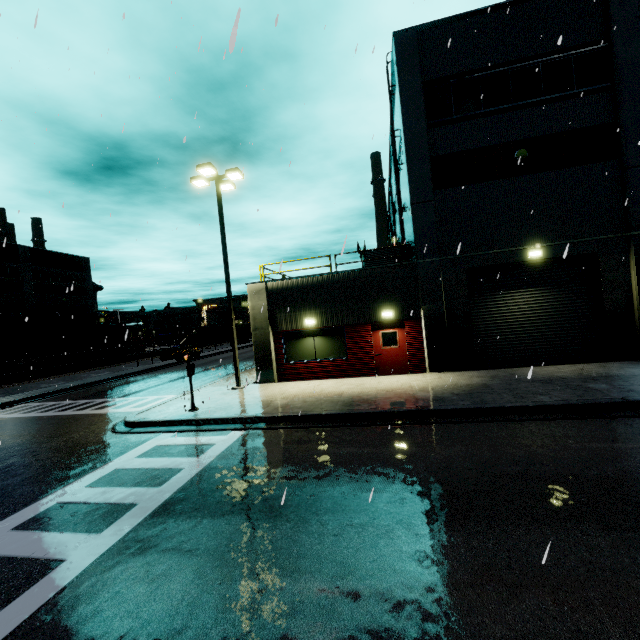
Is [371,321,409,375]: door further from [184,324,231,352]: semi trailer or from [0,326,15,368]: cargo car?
[184,324,231,352]: semi trailer

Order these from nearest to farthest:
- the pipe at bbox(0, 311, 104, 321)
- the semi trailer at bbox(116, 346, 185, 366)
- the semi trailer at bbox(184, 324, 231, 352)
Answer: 1. the semi trailer at bbox(116, 346, 185, 366)
2. the pipe at bbox(0, 311, 104, 321)
3. the semi trailer at bbox(184, 324, 231, 352)

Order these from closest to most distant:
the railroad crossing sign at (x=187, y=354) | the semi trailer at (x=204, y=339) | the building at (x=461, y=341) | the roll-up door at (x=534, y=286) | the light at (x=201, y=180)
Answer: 1. the railroad crossing sign at (x=187, y=354)
2. the building at (x=461, y=341)
3. the roll-up door at (x=534, y=286)
4. the light at (x=201, y=180)
5. the semi trailer at (x=204, y=339)

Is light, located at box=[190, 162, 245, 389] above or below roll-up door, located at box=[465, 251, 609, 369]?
above

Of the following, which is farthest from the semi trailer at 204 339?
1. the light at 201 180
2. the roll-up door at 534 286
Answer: the light at 201 180

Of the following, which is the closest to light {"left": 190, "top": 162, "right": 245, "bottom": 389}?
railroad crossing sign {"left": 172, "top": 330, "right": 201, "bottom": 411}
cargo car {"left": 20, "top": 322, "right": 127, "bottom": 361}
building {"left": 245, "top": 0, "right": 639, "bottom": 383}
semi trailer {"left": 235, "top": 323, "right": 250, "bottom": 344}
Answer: building {"left": 245, "top": 0, "right": 639, "bottom": 383}

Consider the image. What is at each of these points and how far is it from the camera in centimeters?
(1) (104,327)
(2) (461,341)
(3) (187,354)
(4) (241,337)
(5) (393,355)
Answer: (1) cargo car, 4125cm
(2) building, 1388cm
(3) railroad crossing sign, 1115cm
(4) semi trailer, 5584cm
(5) door, 1459cm

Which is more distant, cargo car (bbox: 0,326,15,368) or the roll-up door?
cargo car (bbox: 0,326,15,368)
